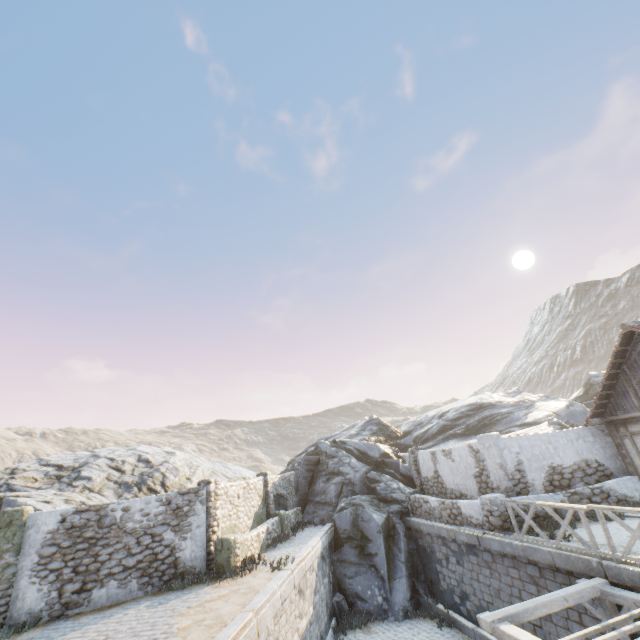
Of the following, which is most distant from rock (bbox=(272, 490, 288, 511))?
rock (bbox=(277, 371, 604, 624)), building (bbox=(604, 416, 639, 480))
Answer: building (bbox=(604, 416, 639, 480))

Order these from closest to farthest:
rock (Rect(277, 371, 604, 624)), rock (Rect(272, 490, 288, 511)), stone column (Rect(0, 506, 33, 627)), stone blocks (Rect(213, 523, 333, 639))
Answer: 1. stone blocks (Rect(213, 523, 333, 639))
2. stone column (Rect(0, 506, 33, 627))
3. rock (Rect(277, 371, 604, 624))
4. rock (Rect(272, 490, 288, 511))

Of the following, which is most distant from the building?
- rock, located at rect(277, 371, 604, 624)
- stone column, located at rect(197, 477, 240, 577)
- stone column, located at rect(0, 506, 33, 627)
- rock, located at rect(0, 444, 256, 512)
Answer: stone column, located at rect(0, 506, 33, 627)

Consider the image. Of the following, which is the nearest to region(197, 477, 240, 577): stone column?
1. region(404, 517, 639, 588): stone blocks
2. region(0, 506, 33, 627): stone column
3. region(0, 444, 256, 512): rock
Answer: region(404, 517, 639, 588): stone blocks

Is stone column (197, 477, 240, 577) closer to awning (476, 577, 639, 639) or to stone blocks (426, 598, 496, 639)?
stone blocks (426, 598, 496, 639)

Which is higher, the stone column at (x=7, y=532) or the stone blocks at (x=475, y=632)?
the stone column at (x=7, y=532)

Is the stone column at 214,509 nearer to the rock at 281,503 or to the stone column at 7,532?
the rock at 281,503

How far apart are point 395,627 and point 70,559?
12.4 meters
